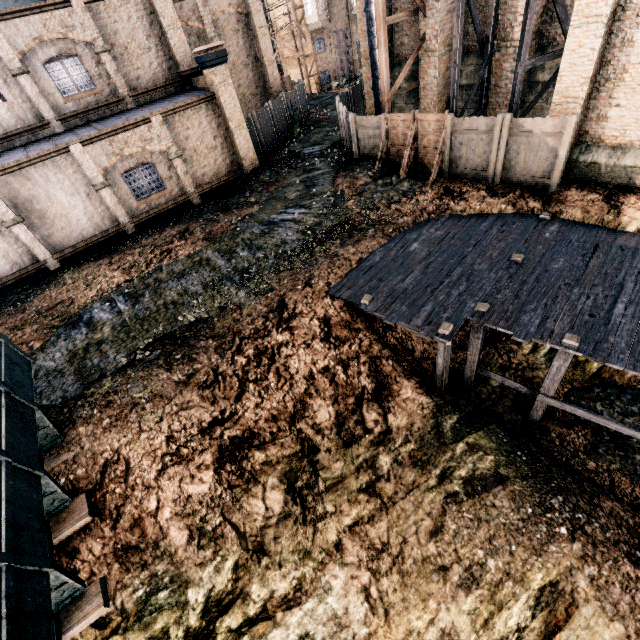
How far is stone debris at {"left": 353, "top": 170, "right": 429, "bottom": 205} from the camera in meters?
16.1 m

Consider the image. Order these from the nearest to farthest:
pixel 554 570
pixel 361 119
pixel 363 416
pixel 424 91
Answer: pixel 554 570, pixel 363 416, pixel 361 119, pixel 424 91

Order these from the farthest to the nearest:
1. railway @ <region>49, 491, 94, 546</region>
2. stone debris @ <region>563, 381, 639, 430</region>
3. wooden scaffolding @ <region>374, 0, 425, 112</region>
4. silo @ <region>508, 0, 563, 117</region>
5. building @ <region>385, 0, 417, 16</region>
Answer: building @ <region>385, 0, 417, 16</region> → wooden scaffolding @ <region>374, 0, 425, 112</region> → silo @ <region>508, 0, 563, 117</region> → stone debris @ <region>563, 381, 639, 430</region> → railway @ <region>49, 491, 94, 546</region>

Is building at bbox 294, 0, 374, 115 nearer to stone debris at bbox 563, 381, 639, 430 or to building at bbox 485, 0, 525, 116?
building at bbox 485, 0, 525, 116

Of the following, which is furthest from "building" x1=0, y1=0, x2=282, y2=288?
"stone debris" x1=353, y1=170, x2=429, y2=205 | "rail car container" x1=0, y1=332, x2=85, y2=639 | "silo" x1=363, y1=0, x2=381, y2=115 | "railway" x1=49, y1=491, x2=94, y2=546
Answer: "railway" x1=49, y1=491, x2=94, y2=546

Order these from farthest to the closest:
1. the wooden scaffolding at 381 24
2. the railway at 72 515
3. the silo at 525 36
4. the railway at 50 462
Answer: the wooden scaffolding at 381 24 → the silo at 525 36 → the railway at 50 462 → the railway at 72 515

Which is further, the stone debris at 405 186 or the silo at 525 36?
the stone debris at 405 186

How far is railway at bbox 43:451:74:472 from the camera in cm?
855
